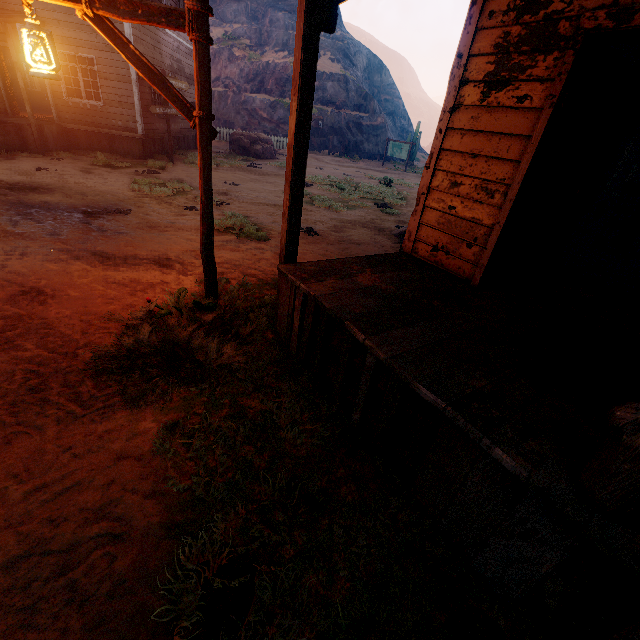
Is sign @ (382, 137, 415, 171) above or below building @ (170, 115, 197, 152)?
above

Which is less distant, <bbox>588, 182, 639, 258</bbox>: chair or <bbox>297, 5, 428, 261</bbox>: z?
<bbox>588, 182, 639, 258</bbox>: chair

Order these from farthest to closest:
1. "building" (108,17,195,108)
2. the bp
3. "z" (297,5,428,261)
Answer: "building" (108,17,195,108) → "z" (297,5,428,261) → the bp

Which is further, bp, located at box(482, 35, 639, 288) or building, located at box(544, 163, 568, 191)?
building, located at box(544, 163, 568, 191)

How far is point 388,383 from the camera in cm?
246

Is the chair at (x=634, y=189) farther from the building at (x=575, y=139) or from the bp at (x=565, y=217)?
the bp at (x=565, y=217)

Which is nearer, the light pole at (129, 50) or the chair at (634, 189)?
the light pole at (129, 50)

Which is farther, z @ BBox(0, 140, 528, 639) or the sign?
the sign
